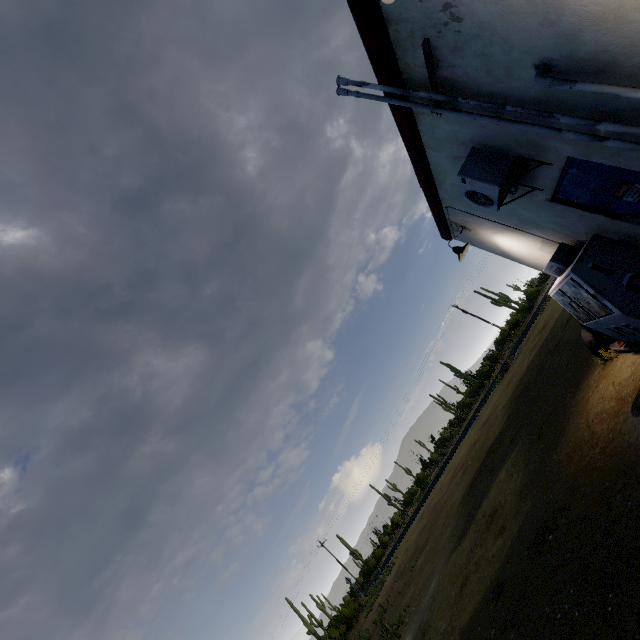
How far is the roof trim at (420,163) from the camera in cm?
409

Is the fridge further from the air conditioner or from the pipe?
the pipe

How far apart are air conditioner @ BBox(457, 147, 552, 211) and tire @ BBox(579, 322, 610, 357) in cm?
383

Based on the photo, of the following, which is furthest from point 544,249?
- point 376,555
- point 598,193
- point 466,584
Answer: point 376,555

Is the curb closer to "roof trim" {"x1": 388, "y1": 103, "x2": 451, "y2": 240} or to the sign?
the sign

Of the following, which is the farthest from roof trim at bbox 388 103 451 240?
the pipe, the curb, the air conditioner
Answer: the curb

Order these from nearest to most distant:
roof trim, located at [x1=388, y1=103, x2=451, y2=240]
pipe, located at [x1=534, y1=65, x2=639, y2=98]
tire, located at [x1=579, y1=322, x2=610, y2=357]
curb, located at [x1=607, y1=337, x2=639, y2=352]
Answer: pipe, located at [x1=534, y1=65, x2=639, y2=98] → roof trim, located at [x1=388, y1=103, x2=451, y2=240] → curb, located at [x1=607, y1=337, x2=639, y2=352] → tire, located at [x1=579, y1=322, x2=610, y2=357]

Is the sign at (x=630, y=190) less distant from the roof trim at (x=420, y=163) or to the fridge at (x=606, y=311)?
the fridge at (x=606, y=311)
